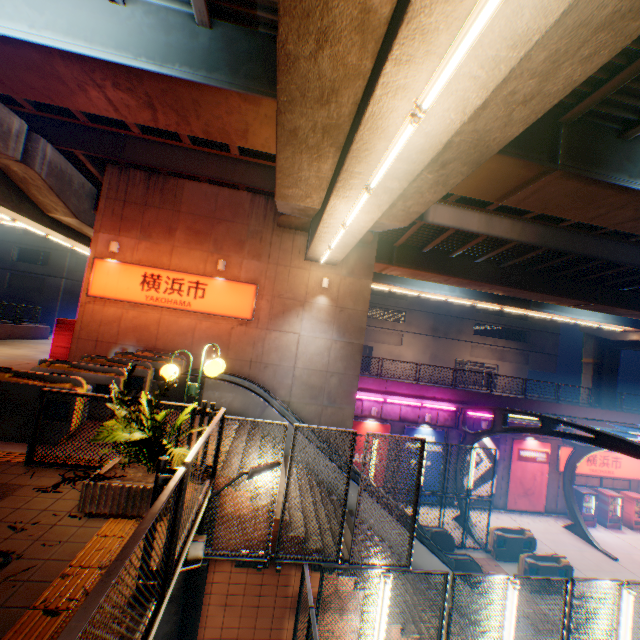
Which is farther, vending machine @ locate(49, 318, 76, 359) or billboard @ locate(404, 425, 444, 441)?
billboard @ locate(404, 425, 444, 441)

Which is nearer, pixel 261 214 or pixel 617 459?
pixel 261 214

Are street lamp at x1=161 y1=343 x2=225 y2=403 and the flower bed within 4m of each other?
yes

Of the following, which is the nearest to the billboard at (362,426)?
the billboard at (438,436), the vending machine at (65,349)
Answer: the billboard at (438,436)

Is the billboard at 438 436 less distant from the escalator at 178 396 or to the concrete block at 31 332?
the escalator at 178 396

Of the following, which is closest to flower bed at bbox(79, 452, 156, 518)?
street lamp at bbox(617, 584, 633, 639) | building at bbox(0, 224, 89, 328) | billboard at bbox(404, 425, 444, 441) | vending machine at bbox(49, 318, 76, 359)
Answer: street lamp at bbox(617, 584, 633, 639)

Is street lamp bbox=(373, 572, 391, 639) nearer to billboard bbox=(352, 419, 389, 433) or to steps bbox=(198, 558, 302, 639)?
steps bbox=(198, 558, 302, 639)

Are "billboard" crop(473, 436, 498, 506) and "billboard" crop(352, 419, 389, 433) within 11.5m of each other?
yes
